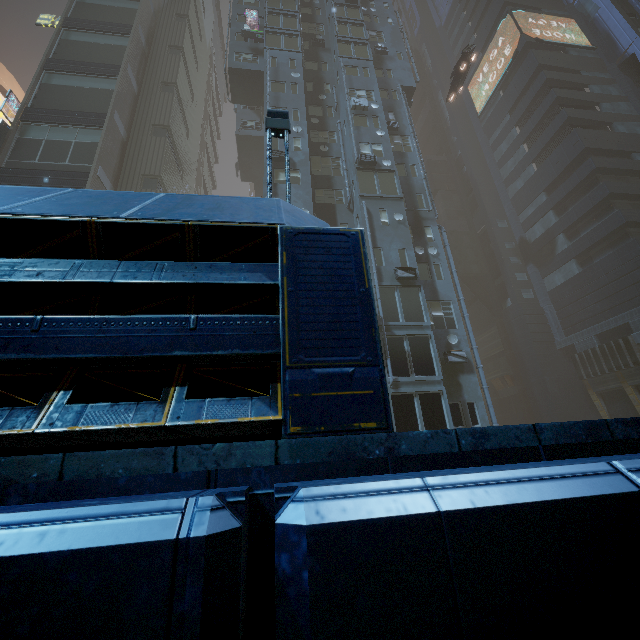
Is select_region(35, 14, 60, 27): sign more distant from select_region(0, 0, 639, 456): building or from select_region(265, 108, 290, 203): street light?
select_region(265, 108, 290, 203): street light

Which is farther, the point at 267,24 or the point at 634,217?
the point at 267,24

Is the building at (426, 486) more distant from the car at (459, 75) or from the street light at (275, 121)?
the car at (459, 75)

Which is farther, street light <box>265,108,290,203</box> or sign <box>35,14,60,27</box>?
sign <box>35,14,60,27</box>

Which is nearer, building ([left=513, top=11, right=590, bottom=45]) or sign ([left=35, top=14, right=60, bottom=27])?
sign ([left=35, top=14, right=60, bottom=27])

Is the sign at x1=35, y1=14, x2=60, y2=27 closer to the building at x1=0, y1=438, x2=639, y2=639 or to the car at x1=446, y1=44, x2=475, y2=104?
the building at x1=0, y1=438, x2=639, y2=639

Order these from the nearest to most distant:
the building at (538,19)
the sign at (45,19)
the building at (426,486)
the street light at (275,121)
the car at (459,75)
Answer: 1. the building at (426,486)
2. the street light at (275,121)
3. the car at (459,75)
4. the sign at (45,19)
5. the building at (538,19)

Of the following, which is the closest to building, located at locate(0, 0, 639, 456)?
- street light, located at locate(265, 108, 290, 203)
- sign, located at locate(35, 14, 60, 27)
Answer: sign, located at locate(35, 14, 60, 27)
